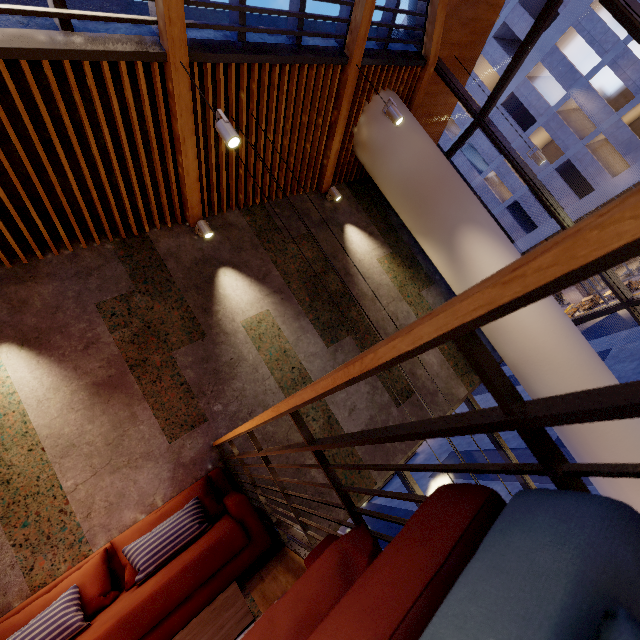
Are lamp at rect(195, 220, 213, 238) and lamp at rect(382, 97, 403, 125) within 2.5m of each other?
no

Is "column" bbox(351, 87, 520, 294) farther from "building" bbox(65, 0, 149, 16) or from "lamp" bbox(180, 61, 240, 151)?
"lamp" bbox(180, 61, 240, 151)

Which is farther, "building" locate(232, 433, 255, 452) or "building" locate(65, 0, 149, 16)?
"building" locate(232, 433, 255, 452)

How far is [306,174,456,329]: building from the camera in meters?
6.0 m

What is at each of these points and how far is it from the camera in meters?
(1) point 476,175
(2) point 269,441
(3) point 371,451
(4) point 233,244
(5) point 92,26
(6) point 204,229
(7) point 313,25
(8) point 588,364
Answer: (1) building, 26.7
(2) building, 4.2
(3) building, 4.7
(4) building, 5.1
(5) building, 3.1
(6) lamp, 4.7
(7) building, 4.8
(8) column, 4.9

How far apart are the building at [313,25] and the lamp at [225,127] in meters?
2.4 m

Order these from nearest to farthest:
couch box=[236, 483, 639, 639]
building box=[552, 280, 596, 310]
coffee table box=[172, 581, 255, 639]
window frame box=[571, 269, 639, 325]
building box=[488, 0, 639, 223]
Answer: couch box=[236, 483, 639, 639]
coffee table box=[172, 581, 255, 639]
window frame box=[571, 269, 639, 325]
building box=[488, 0, 639, 223]
building box=[552, 280, 596, 310]

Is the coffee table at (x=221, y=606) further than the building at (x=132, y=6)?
No
